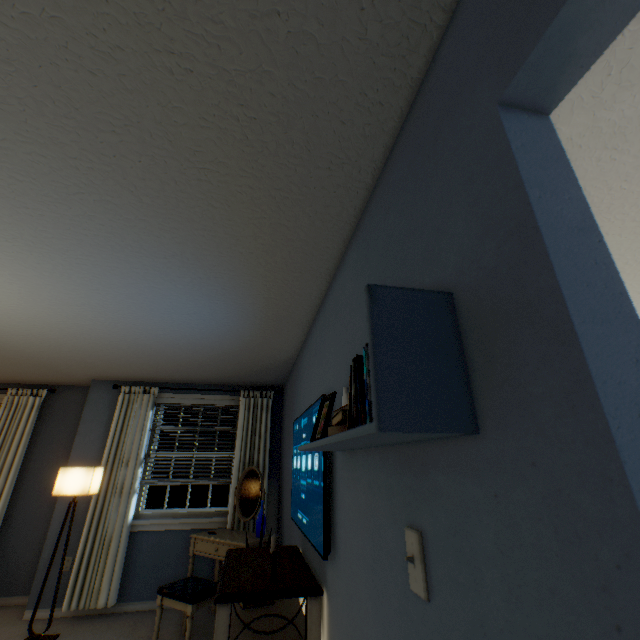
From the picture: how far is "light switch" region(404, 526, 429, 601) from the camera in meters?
0.7

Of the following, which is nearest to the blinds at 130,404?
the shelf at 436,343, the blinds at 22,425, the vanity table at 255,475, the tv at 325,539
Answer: the vanity table at 255,475

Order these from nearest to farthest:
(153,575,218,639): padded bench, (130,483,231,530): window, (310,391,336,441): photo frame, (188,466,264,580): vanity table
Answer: (310,391,336,441): photo frame
(153,575,218,639): padded bench
(188,466,264,580): vanity table
(130,483,231,530): window

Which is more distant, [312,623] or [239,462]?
[239,462]

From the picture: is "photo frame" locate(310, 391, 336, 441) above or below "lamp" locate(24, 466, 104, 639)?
above

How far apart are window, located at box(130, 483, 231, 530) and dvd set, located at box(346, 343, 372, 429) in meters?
4.0 m

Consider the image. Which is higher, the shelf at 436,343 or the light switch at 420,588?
the shelf at 436,343

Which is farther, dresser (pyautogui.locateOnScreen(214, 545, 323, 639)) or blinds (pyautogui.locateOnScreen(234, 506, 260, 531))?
blinds (pyautogui.locateOnScreen(234, 506, 260, 531))
